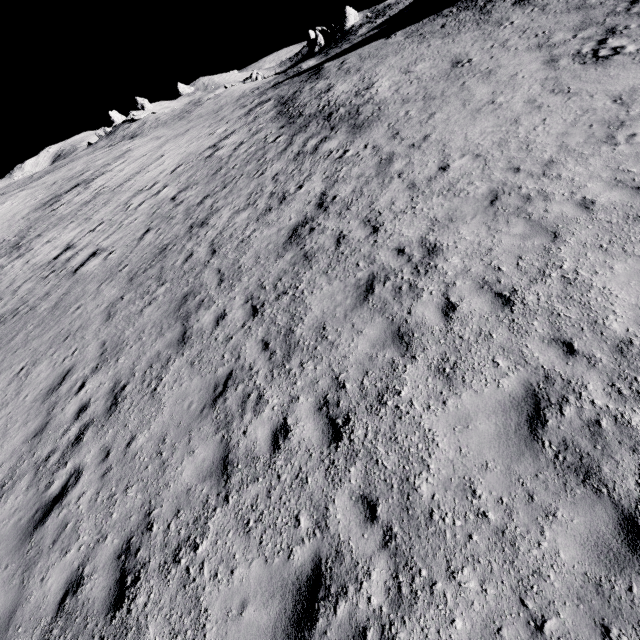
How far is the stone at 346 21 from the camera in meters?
58.3

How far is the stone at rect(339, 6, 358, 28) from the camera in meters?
58.3

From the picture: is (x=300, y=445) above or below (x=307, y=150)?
below
